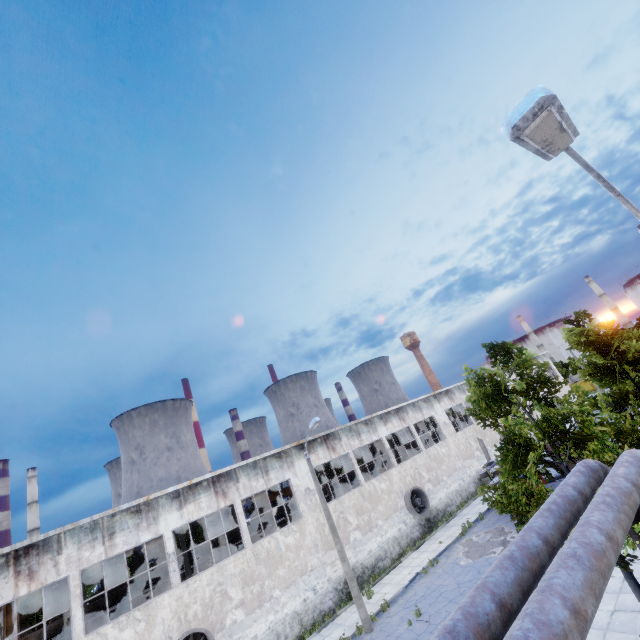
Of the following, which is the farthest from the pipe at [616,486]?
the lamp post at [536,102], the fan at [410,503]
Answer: the fan at [410,503]

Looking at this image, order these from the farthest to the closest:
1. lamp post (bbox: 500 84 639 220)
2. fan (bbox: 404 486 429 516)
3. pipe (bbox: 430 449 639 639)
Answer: fan (bbox: 404 486 429 516) → pipe (bbox: 430 449 639 639) → lamp post (bbox: 500 84 639 220)

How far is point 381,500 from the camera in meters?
25.2 m

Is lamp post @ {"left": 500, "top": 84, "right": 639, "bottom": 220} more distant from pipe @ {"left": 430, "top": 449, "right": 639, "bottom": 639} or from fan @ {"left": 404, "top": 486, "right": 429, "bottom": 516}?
fan @ {"left": 404, "top": 486, "right": 429, "bottom": 516}

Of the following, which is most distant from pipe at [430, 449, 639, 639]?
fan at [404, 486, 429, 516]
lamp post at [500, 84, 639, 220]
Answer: fan at [404, 486, 429, 516]

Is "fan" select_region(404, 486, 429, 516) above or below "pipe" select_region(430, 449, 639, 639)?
below

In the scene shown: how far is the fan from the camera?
25.72m
